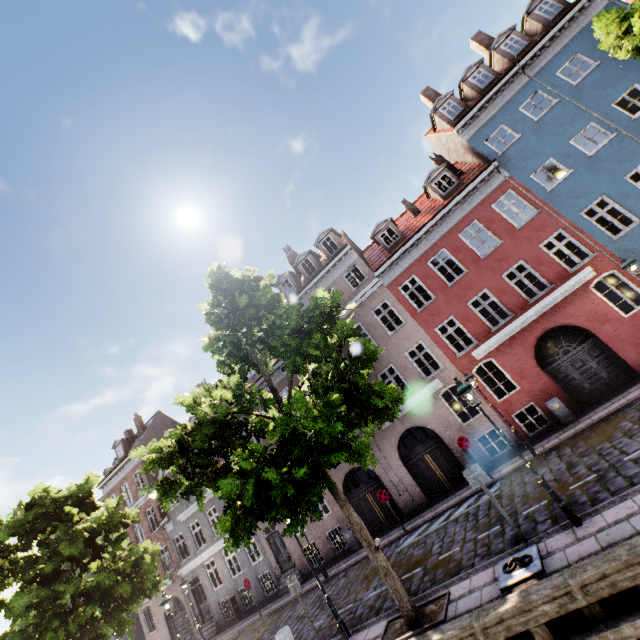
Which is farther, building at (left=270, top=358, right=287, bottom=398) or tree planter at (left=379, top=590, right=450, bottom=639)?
building at (left=270, top=358, right=287, bottom=398)

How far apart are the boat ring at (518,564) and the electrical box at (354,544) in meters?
11.3 m

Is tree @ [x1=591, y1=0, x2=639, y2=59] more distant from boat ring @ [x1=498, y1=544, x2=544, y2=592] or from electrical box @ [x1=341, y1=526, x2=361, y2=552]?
electrical box @ [x1=341, y1=526, x2=361, y2=552]

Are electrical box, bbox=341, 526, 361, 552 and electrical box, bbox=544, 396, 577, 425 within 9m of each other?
no

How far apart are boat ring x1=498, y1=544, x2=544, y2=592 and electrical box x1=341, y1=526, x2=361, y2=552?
11.31m

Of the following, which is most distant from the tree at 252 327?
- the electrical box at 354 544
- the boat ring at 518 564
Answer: the electrical box at 354 544

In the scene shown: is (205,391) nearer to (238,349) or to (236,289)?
(238,349)

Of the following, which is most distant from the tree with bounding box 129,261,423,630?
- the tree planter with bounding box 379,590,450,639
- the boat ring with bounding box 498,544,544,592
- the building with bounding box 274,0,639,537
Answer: the building with bounding box 274,0,639,537
